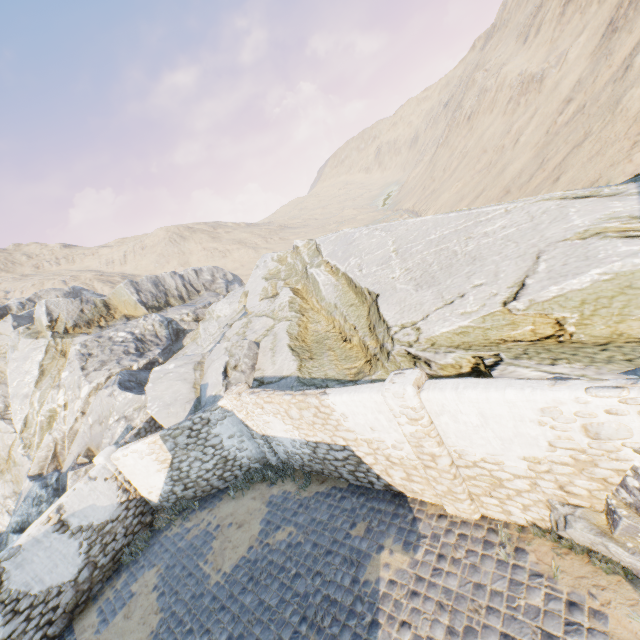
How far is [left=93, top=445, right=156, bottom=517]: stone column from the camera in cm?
1151

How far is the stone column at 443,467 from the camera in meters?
5.7 m

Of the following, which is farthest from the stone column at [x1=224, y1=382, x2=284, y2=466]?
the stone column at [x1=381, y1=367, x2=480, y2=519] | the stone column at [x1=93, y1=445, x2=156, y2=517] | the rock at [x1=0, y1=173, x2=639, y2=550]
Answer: the stone column at [x1=381, y1=367, x2=480, y2=519]

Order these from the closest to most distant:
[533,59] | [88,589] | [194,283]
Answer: [88,589], [194,283], [533,59]

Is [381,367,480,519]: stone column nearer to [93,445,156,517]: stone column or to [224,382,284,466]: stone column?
[224,382,284,466]: stone column

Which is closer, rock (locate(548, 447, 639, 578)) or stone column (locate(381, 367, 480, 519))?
rock (locate(548, 447, 639, 578))

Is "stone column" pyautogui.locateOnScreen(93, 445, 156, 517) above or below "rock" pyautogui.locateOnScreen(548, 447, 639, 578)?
above

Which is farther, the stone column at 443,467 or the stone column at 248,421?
the stone column at 248,421
